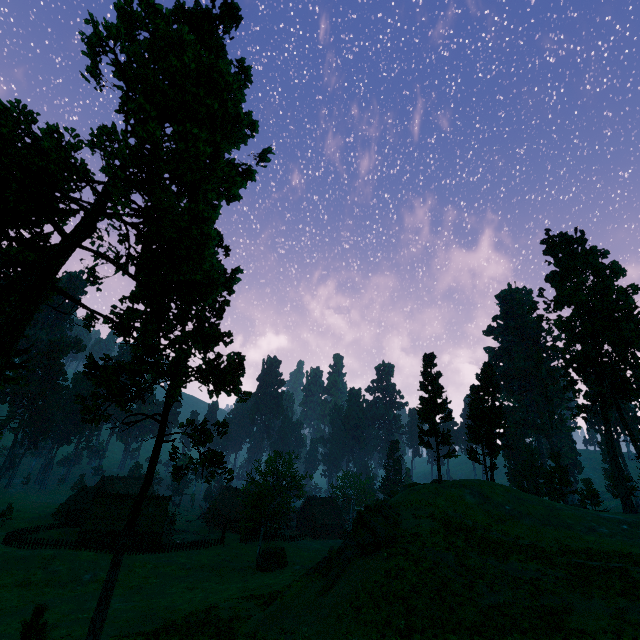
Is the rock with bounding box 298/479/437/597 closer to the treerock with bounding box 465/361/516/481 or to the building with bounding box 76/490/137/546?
the treerock with bounding box 465/361/516/481

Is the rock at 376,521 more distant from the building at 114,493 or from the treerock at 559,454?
the building at 114,493

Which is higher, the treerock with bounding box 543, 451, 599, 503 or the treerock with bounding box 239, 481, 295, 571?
the treerock with bounding box 543, 451, 599, 503

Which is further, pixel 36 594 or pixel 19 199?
pixel 36 594

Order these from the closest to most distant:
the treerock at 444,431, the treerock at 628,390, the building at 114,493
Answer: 1. the treerock at 444,431
2. the treerock at 628,390
3. the building at 114,493

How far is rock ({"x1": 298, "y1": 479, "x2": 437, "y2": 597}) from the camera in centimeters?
2427cm
